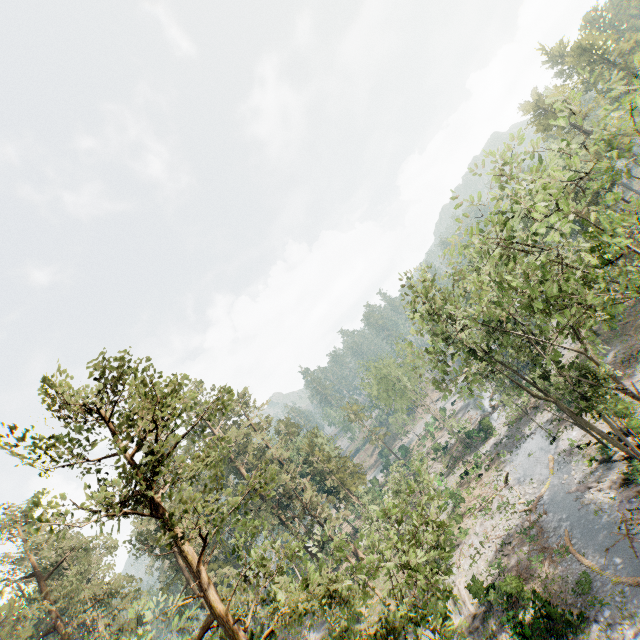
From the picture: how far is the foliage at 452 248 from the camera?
17.0m

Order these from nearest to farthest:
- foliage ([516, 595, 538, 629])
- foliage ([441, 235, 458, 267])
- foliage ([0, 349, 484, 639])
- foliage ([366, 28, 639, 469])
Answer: foliage ([0, 349, 484, 639]) < foliage ([366, 28, 639, 469]) < foliage ([441, 235, 458, 267]) < foliage ([516, 595, 538, 629])

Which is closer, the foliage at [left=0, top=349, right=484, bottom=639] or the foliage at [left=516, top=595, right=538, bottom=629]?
the foliage at [left=0, top=349, right=484, bottom=639]

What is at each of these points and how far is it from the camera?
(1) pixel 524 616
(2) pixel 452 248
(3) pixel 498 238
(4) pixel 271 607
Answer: (1) foliage, 18.45m
(2) foliage, 17.11m
(3) foliage, 15.97m
(4) foliage, 11.56m

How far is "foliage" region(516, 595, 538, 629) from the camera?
18.30m

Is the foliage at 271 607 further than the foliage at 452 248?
No
